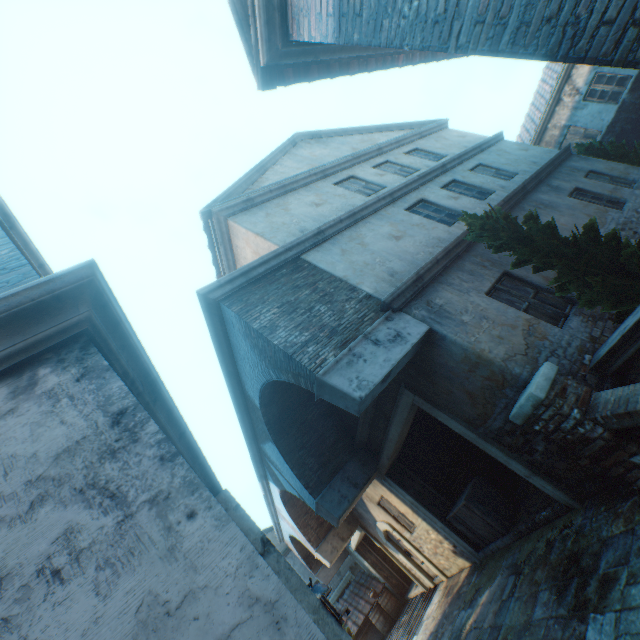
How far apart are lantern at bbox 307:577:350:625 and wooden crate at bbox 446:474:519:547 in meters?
5.3

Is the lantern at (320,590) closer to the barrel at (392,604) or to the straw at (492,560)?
the straw at (492,560)

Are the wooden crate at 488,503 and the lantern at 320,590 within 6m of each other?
yes

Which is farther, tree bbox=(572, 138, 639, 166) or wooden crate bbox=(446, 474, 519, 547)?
tree bbox=(572, 138, 639, 166)

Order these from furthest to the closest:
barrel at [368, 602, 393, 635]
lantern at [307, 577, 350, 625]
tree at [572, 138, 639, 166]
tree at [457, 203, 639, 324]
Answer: barrel at [368, 602, 393, 635] → tree at [572, 138, 639, 166] → tree at [457, 203, 639, 324] → lantern at [307, 577, 350, 625]

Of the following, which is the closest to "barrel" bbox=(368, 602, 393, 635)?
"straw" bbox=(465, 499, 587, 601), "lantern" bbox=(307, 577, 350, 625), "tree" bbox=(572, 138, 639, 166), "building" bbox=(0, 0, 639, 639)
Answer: "building" bbox=(0, 0, 639, 639)

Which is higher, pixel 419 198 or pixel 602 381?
pixel 419 198

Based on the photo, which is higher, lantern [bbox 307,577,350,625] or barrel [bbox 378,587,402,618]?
lantern [bbox 307,577,350,625]
